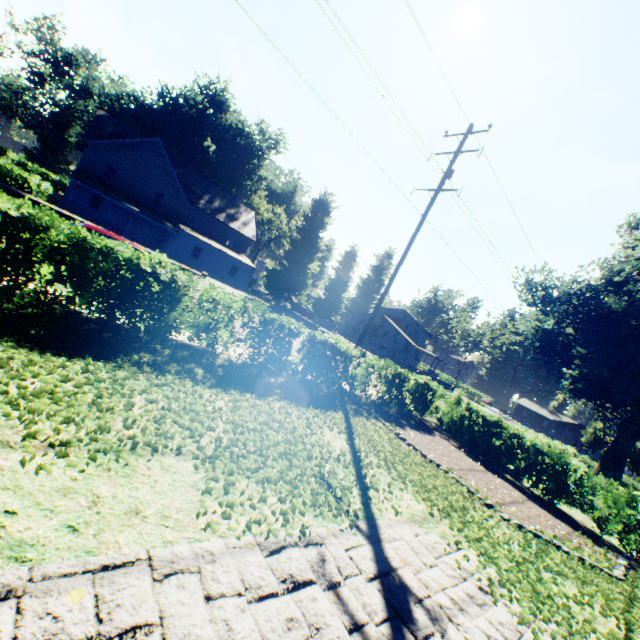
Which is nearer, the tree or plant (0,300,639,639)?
plant (0,300,639,639)

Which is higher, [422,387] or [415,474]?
[422,387]

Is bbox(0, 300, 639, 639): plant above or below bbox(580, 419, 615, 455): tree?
below

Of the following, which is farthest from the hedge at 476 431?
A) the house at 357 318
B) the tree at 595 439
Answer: the tree at 595 439

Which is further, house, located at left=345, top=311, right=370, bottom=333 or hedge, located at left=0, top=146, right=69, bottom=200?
house, located at left=345, top=311, right=370, bottom=333

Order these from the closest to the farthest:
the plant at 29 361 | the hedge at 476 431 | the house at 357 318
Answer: the plant at 29 361 < the hedge at 476 431 < the house at 357 318

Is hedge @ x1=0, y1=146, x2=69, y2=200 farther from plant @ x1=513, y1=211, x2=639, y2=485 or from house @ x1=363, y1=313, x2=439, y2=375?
house @ x1=363, y1=313, x2=439, y2=375
